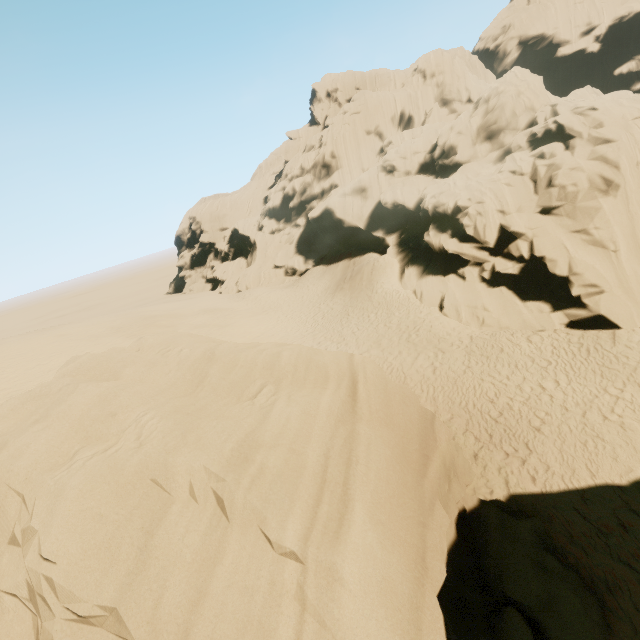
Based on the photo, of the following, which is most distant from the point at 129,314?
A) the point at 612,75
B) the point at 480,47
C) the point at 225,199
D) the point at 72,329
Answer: the point at 612,75

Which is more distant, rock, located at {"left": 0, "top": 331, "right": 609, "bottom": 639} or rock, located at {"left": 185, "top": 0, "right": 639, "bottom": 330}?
rock, located at {"left": 185, "top": 0, "right": 639, "bottom": 330}

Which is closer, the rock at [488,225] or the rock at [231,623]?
the rock at [231,623]
